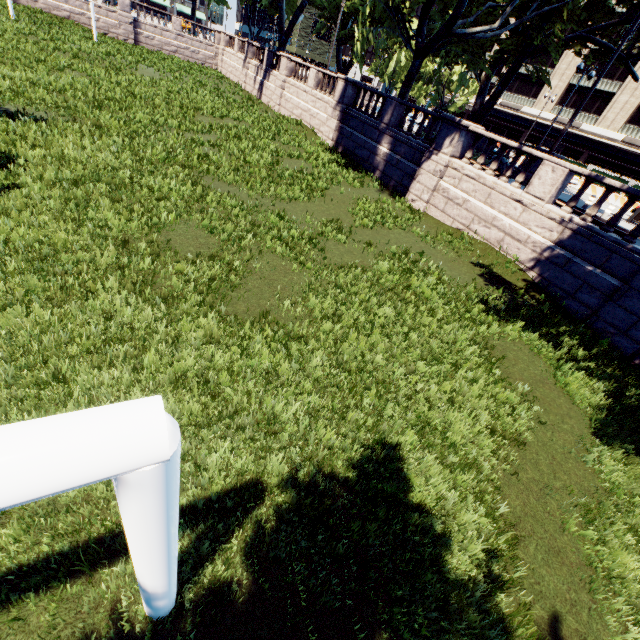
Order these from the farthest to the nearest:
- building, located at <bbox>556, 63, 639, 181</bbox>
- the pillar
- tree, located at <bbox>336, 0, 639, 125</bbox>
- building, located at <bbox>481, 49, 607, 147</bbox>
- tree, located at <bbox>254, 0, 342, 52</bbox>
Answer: building, located at <bbox>481, 49, 607, 147</bbox> → building, located at <bbox>556, 63, 639, 181</bbox> → tree, located at <bbox>254, 0, 342, 52</bbox> → tree, located at <bbox>336, 0, 639, 125</bbox> → the pillar

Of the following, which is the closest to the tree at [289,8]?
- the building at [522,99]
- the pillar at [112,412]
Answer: the pillar at [112,412]

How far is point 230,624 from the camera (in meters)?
3.08

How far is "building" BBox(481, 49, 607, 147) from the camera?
45.2 meters

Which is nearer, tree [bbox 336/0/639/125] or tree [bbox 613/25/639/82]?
tree [bbox 336/0/639/125]

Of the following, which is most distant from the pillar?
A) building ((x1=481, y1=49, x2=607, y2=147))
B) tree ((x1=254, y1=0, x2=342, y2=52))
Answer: building ((x1=481, y1=49, x2=607, y2=147))

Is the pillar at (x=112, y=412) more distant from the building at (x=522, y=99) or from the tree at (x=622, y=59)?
the building at (x=522, y=99)

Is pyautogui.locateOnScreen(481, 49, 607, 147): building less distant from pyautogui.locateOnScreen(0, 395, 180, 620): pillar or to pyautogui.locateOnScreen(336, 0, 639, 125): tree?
pyautogui.locateOnScreen(336, 0, 639, 125): tree
